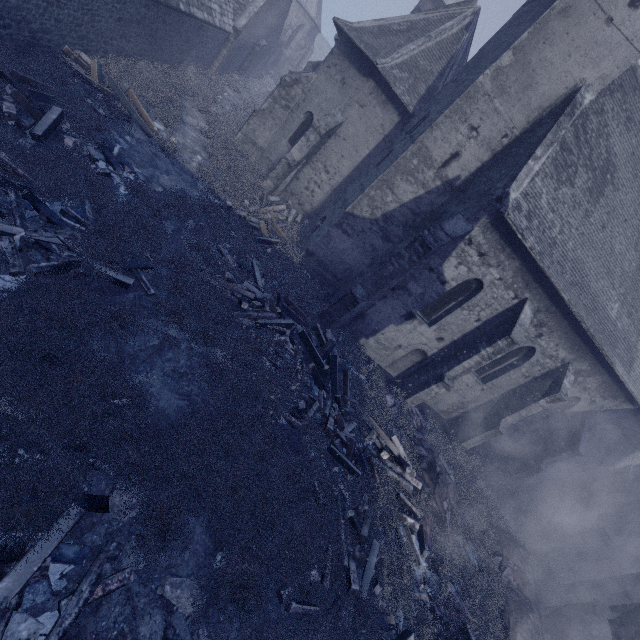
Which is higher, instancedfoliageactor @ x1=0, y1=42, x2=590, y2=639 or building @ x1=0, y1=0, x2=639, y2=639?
building @ x1=0, y1=0, x2=639, y2=639

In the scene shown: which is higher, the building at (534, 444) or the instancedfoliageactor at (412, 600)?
the building at (534, 444)

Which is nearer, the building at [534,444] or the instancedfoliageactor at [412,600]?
the instancedfoliageactor at [412,600]

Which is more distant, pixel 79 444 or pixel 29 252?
pixel 29 252

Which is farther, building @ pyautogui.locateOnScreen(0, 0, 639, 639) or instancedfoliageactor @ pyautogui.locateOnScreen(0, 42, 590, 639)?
building @ pyautogui.locateOnScreen(0, 0, 639, 639)
